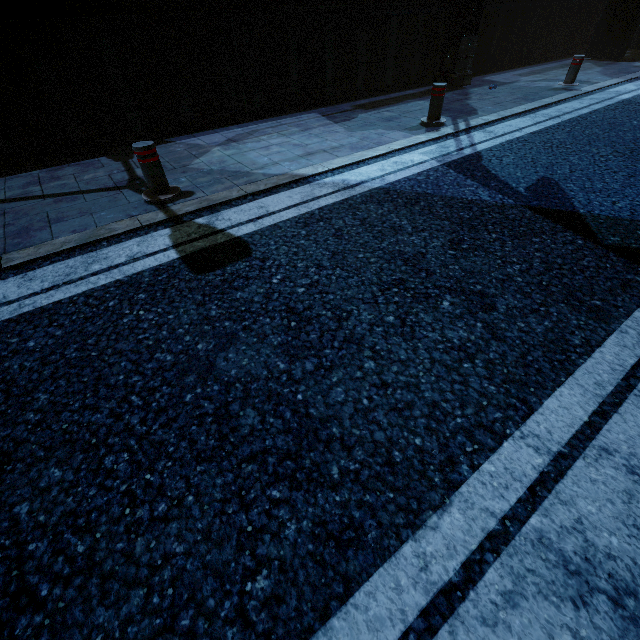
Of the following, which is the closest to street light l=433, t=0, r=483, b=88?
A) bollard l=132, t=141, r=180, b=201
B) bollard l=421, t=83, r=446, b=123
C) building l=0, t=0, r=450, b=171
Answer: building l=0, t=0, r=450, b=171

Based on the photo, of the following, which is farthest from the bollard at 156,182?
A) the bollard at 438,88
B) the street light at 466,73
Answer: the street light at 466,73

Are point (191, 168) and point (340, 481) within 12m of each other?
yes

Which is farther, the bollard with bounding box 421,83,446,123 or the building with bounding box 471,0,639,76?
the building with bounding box 471,0,639,76

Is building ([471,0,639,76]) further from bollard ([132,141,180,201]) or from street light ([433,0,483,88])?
bollard ([132,141,180,201])

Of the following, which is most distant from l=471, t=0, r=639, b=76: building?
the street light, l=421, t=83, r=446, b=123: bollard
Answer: l=421, t=83, r=446, b=123: bollard

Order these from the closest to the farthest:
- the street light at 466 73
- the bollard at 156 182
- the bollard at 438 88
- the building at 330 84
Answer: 1. the bollard at 156 182
2. the building at 330 84
3. the bollard at 438 88
4. the street light at 466 73

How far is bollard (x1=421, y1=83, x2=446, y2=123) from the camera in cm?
553
